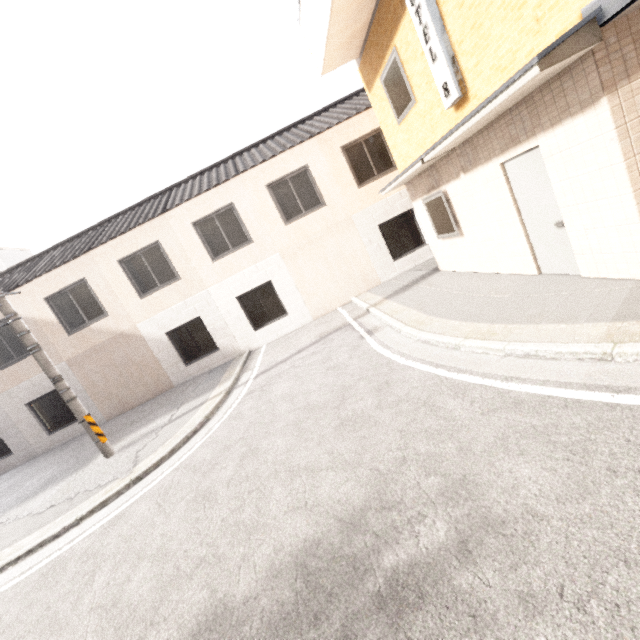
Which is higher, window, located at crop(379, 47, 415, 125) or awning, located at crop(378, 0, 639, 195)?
window, located at crop(379, 47, 415, 125)

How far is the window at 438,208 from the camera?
7.57m

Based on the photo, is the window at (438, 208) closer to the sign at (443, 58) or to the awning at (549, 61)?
the awning at (549, 61)

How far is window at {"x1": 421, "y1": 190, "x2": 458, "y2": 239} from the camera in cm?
757

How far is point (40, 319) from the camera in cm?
1169

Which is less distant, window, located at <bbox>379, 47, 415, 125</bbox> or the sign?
the sign

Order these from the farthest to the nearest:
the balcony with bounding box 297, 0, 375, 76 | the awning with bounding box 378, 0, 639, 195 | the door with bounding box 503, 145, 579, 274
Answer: the balcony with bounding box 297, 0, 375, 76, the door with bounding box 503, 145, 579, 274, the awning with bounding box 378, 0, 639, 195

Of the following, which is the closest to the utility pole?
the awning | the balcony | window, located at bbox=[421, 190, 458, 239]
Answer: the balcony
